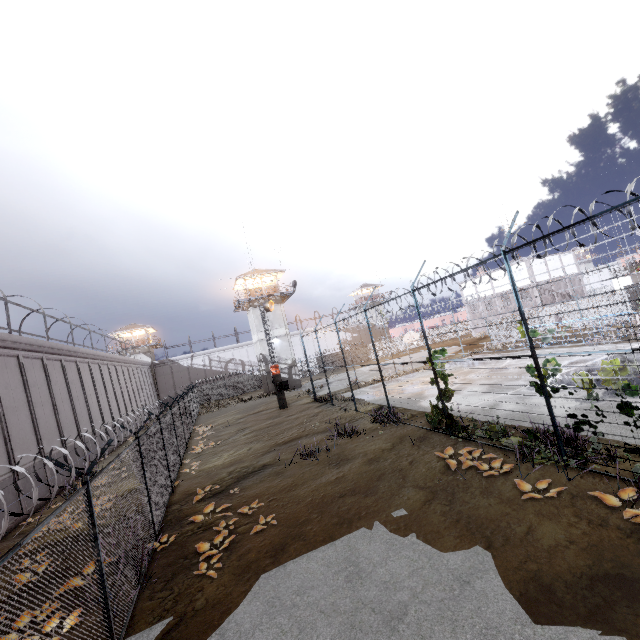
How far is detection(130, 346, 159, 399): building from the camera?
51.19m

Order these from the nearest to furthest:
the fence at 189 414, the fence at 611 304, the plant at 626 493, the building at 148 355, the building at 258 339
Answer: the fence at 189 414 < the plant at 626 493 < the fence at 611 304 < the building at 258 339 < the building at 148 355

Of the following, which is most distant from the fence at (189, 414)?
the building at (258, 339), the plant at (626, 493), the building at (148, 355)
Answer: the building at (148, 355)

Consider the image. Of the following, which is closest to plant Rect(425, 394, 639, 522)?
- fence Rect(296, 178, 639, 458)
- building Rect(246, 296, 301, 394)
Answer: fence Rect(296, 178, 639, 458)

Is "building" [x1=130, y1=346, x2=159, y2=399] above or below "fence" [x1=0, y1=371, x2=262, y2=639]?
above

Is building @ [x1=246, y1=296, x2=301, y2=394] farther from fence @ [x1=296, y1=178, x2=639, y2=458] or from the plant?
the plant

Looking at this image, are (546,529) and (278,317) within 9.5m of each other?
no

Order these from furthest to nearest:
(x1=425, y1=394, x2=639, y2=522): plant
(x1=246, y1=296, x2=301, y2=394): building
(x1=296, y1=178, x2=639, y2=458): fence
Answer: (x1=246, y1=296, x2=301, y2=394): building, (x1=296, y1=178, x2=639, y2=458): fence, (x1=425, y1=394, x2=639, y2=522): plant
